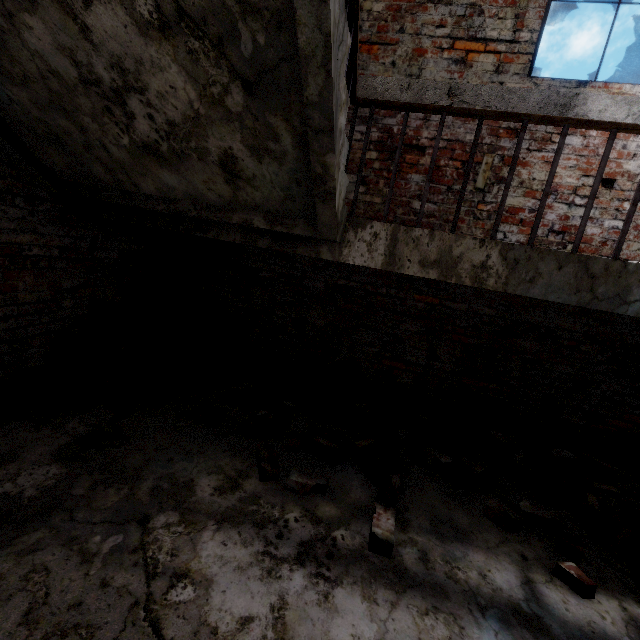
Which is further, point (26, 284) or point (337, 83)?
point (26, 284)

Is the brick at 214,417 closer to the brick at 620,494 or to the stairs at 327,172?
the stairs at 327,172

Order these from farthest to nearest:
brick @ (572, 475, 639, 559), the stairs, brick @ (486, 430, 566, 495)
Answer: brick @ (486, 430, 566, 495), brick @ (572, 475, 639, 559), the stairs

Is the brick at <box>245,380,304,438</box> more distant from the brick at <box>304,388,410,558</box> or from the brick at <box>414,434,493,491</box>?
the brick at <box>414,434,493,491</box>

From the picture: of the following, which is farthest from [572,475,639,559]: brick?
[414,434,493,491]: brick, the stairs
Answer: the stairs

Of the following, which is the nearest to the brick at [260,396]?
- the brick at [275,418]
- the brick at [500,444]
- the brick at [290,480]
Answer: the brick at [275,418]

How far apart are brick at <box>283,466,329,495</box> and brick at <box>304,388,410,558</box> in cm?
27

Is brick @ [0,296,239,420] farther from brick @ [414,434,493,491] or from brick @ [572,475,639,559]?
brick @ [572,475,639,559]
